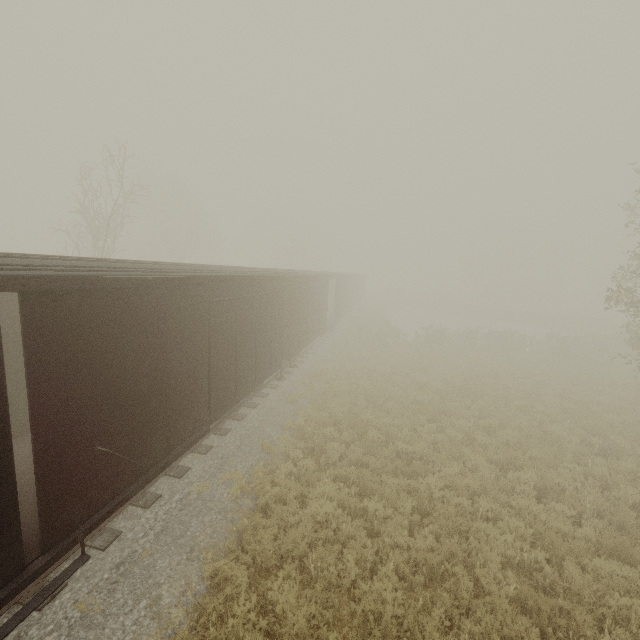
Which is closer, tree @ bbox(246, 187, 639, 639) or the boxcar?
the boxcar

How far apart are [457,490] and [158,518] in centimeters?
691cm

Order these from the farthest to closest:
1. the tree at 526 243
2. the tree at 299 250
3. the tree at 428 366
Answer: the tree at 526 243, the tree at 299 250, the tree at 428 366

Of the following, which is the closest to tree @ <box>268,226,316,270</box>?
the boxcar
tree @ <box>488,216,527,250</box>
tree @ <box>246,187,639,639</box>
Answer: tree @ <box>246,187,639,639</box>

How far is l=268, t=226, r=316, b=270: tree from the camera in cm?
4622

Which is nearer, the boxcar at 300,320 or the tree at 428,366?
the boxcar at 300,320

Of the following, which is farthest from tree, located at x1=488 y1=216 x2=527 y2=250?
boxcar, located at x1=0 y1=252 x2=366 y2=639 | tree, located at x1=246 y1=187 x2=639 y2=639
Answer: boxcar, located at x1=0 y1=252 x2=366 y2=639
